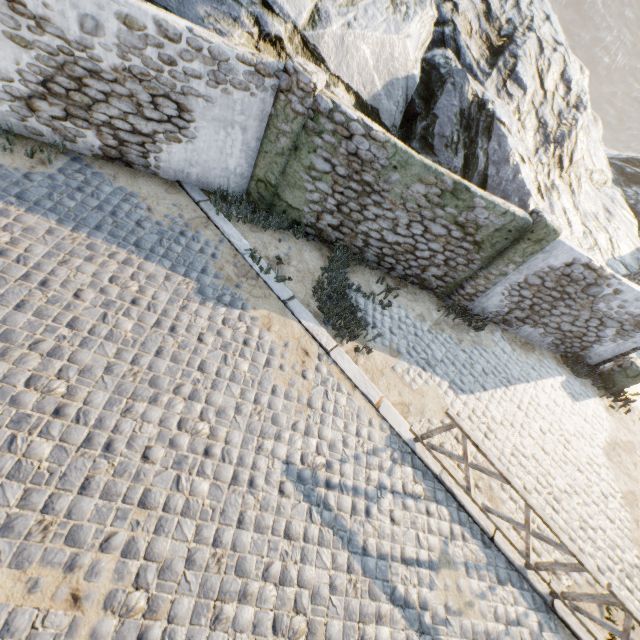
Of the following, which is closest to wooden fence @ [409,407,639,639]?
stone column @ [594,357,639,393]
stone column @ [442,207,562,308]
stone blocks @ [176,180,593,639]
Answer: stone blocks @ [176,180,593,639]

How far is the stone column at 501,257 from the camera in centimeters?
741cm

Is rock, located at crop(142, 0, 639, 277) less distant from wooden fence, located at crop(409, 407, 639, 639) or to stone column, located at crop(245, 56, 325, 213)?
stone column, located at crop(245, 56, 325, 213)

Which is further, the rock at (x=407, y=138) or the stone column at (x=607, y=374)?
the stone column at (x=607, y=374)

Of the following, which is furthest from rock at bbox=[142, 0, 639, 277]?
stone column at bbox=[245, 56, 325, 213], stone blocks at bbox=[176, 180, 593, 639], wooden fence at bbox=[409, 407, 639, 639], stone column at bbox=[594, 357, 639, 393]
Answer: wooden fence at bbox=[409, 407, 639, 639]

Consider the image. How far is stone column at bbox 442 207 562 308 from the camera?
7.4m

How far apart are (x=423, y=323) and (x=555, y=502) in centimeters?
491cm

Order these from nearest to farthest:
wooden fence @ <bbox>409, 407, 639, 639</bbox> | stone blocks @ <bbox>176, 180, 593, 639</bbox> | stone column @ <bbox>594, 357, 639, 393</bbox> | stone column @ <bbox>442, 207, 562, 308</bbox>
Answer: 1. wooden fence @ <bbox>409, 407, 639, 639</bbox>
2. stone blocks @ <bbox>176, 180, 593, 639</bbox>
3. stone column @ <bbox>442, 207, 562, 308</bbox>
4. stone column @ <bbox>594, 357, 639, 393</bbox>
